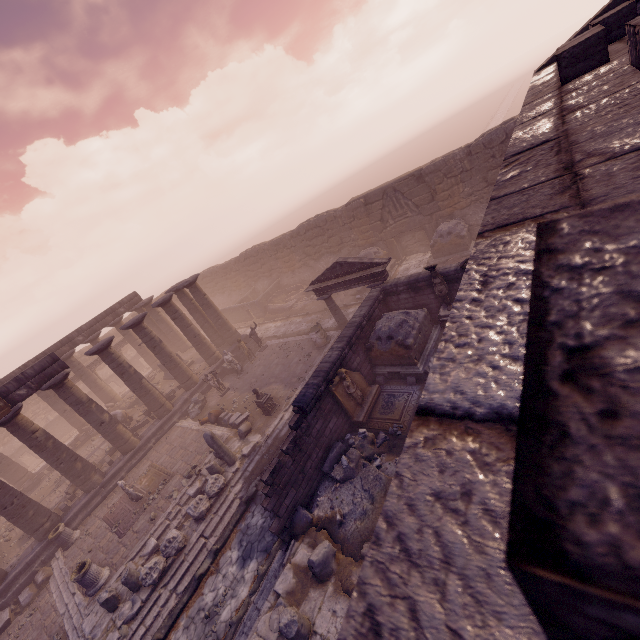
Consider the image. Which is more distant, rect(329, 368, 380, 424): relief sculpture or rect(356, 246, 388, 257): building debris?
rect(356, 246, 388, 257): building debris

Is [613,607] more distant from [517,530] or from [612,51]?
[612,51]

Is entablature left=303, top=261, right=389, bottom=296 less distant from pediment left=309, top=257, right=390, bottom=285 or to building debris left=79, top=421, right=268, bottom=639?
pediment left=309, top=257, right=390, bottom=285

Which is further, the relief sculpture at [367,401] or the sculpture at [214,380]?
the sculpture at [214,380]

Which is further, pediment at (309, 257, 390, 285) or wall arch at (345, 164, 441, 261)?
wall arch at (345, 164, 441, 261)

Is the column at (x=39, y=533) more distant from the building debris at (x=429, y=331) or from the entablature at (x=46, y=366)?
the building debris at (x=429, y=331)

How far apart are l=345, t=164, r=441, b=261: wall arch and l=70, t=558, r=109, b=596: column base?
21.5 meters

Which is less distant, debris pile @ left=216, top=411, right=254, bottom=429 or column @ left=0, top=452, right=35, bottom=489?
debris pile @ left=216, top=411, right=254, bottom=429
